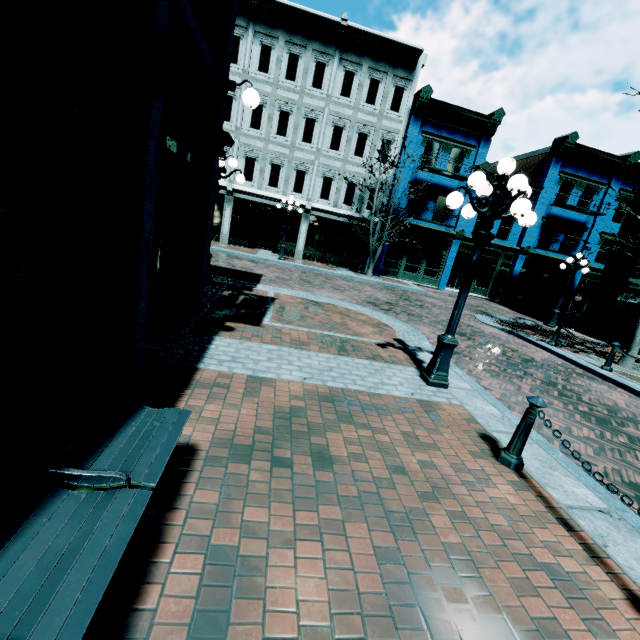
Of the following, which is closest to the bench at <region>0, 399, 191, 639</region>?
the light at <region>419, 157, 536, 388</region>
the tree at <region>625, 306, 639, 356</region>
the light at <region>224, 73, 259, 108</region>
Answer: the light at <region>419, 157, 536, 388</region>

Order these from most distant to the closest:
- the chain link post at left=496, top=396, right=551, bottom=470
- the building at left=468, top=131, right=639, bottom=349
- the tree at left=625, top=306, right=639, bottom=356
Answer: the building at left=468, top=131, right=639, bottom=349 < the tree at left=625, top=306, right=639, bottom=356 < the chain link post at left=496, top=396, right=551, bottom=470

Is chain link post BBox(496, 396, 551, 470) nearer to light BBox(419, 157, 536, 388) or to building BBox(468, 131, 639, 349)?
light BBox(419, 157, 536, 388)

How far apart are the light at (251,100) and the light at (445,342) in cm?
376

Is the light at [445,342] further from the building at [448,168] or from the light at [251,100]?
the building at [448,168]

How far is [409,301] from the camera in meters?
15.1

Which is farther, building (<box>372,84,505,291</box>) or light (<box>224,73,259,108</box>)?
building (<box>372,84,505,291</box>)

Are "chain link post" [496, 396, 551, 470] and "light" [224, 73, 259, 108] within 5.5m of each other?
no
